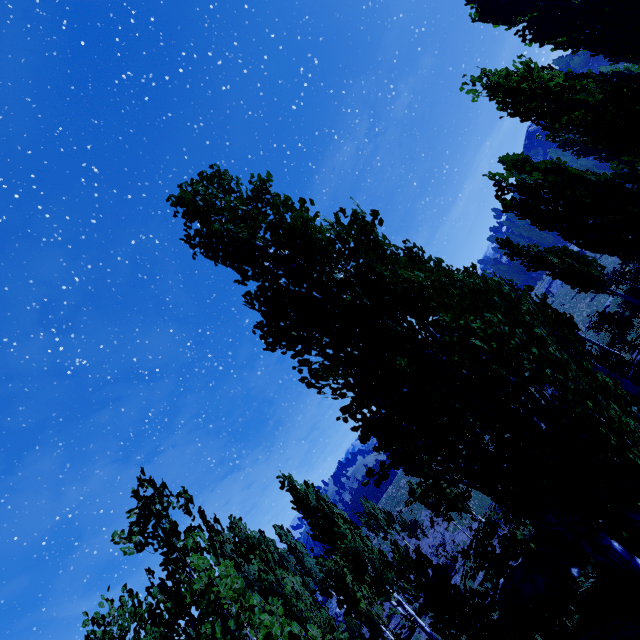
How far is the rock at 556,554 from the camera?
12.0 meters

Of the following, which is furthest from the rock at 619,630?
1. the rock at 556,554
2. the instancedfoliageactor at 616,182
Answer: the rock at 556,554

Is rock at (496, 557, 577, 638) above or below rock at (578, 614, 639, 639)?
below

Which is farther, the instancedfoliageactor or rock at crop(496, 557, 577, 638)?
rock at crop(496, 557, 577, 638)

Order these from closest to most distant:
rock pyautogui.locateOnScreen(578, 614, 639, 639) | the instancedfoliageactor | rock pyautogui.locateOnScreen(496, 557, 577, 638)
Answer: the instancedfoliageactor
rock pyautogui.locateOnScreen(578, 614, 639, 639)
rock pyautogui.locateOnScreen(496, 557, 577, 638)

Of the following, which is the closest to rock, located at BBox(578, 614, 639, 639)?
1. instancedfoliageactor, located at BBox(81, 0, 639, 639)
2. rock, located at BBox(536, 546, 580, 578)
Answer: instancedfoliageactor, located at BBox(81, 0, 639, 639)

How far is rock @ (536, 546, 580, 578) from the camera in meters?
12.0

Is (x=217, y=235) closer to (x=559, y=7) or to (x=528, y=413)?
(x=528, y=413)
